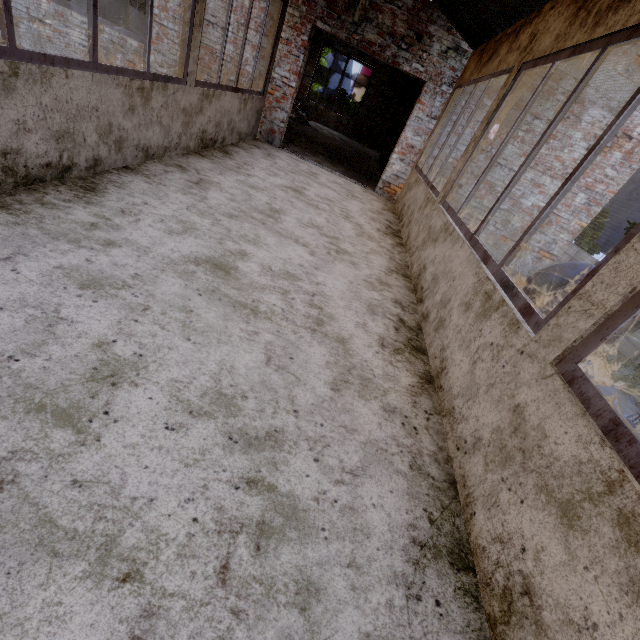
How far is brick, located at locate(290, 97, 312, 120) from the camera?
14.18m

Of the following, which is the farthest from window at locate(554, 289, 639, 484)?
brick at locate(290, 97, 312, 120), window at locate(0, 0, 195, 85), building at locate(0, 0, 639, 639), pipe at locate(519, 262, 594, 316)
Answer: brick at locate(290, 97, 312, 120)

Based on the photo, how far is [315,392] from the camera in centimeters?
192cm

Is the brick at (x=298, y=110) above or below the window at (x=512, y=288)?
below

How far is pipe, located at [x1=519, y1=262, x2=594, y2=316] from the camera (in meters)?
6.07

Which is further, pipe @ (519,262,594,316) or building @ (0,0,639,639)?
pipe @ (519,262,594,316)

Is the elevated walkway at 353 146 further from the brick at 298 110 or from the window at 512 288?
the window at 512 288

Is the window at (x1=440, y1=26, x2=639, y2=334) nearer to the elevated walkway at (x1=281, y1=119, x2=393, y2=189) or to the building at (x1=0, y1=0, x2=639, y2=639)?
the building at (x1=0, y1=0, x2=639, y2=639)
